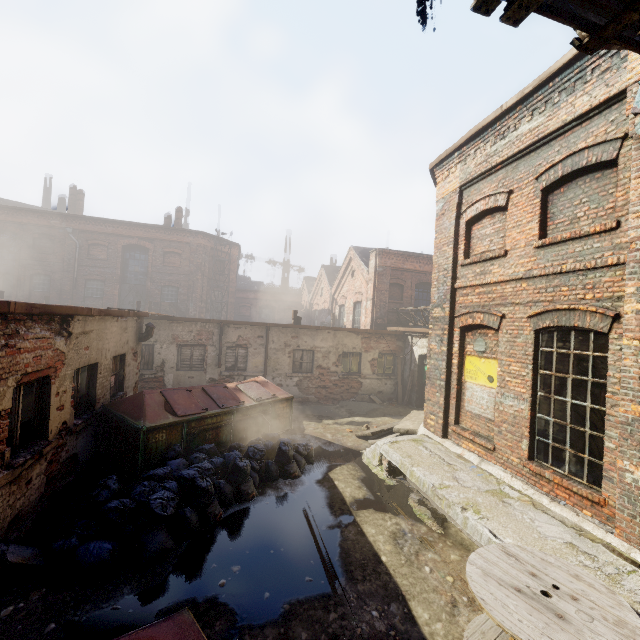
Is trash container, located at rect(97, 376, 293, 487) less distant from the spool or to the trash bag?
the trash bag

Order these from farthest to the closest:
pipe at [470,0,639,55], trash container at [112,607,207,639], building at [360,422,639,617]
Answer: building at [360,422,639,617], pipe at [470,0,639,55], trash container at [112,607,207,639]

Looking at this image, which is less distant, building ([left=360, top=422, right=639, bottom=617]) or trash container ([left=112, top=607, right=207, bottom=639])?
trash container ([left=112, top=607, right=207, bottom=639])

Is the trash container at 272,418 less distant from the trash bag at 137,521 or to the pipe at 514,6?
the trash bag at 137,521

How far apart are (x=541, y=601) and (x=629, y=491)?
2.25m

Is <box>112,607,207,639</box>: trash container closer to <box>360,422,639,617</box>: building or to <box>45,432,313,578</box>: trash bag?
<box>360,422,639,617</box>: building

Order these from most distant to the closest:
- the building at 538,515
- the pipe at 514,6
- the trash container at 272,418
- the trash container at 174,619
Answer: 1. the trash container at 272,418
2. the building at 538,515
3. the pipe at 514,6
4. the trash container at 174,619

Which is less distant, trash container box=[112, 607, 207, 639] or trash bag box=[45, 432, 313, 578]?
trash container box=[112, 607, 207, 639]
